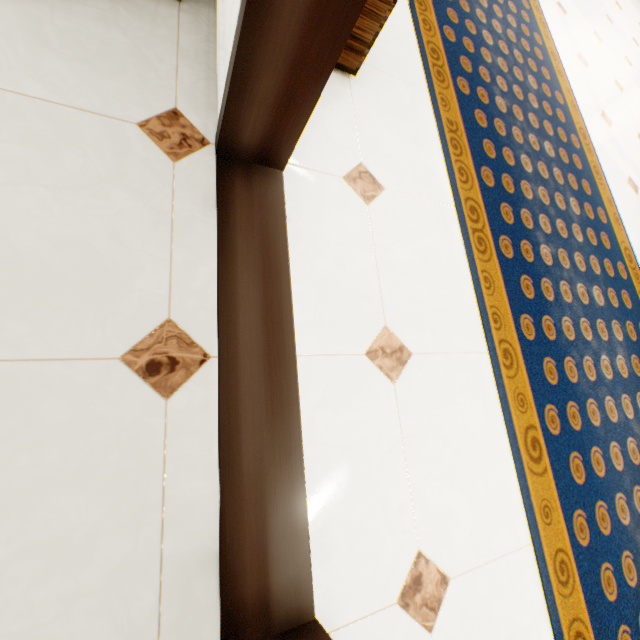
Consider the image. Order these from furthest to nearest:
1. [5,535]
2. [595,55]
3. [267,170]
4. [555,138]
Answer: [595,55], [555,138], [267,170], [5,535]
